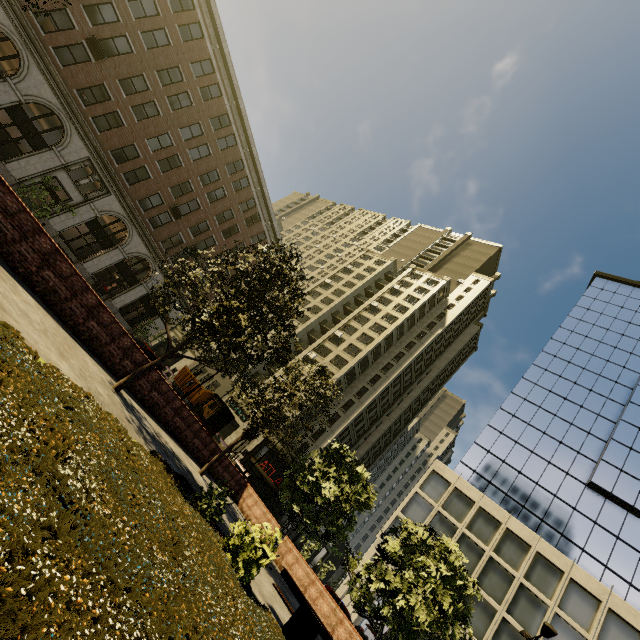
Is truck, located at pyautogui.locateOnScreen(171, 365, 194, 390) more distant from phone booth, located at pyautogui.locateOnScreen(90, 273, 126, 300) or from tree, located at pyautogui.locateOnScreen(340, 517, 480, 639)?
Answer: tree, located at pyautogui.locateOnScreen(340, 517, 480, 639)

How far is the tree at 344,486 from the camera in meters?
13.6 m

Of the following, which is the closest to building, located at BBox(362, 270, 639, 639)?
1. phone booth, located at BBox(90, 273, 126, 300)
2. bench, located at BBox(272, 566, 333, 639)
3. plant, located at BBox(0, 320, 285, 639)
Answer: bench, located at BBox(272, 566, 333, 639)

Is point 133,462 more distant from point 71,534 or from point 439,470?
point 439,470

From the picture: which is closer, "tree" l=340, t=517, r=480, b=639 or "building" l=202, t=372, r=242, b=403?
"tree" l=340, t=517, r=480, b=639

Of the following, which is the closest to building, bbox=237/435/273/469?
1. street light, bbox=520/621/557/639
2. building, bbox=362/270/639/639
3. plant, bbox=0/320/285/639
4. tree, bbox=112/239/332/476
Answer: tree, bbox=112/239/332/476

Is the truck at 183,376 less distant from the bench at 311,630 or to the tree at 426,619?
the tree at 426,619

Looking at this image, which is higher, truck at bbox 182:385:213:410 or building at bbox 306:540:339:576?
building at bbox 306:540:339:576
